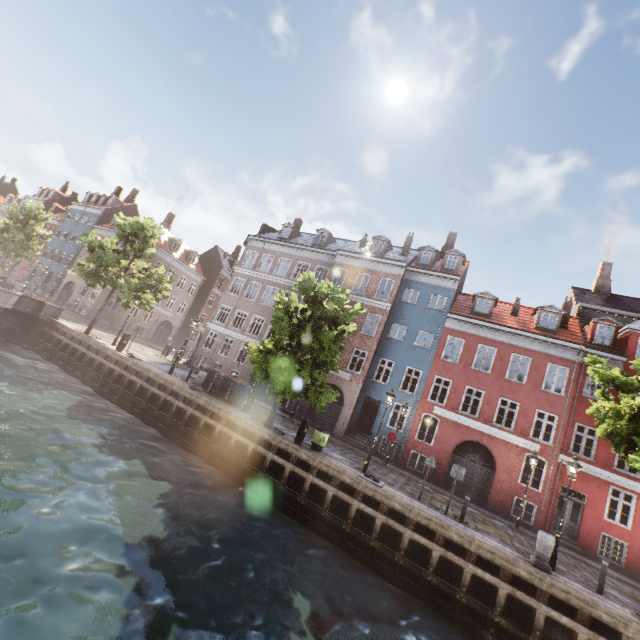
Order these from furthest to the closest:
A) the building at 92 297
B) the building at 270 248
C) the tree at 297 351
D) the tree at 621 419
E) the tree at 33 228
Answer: the building at 92 297
the tree at 33 228
the building at 270 248
the tree at 297 351
the tree at 621 419

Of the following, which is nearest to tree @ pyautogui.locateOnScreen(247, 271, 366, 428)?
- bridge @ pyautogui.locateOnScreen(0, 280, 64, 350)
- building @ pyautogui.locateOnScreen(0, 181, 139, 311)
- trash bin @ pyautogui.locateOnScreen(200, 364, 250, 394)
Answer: bridge @ pyautogui.locateOnScreen(0, 280, 64, 350)

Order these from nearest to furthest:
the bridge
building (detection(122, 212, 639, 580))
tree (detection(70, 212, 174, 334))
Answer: building (detection(122, 212, 639, 580)), the bridge, tree (detection(70, 212, 174, 334))

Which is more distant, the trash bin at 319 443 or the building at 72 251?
the building at 72 251

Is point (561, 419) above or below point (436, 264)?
below

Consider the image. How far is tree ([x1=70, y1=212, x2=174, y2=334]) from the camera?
21.6 meters

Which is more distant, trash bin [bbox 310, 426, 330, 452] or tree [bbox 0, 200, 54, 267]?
tree [bbox 0, 200, 54, 267]

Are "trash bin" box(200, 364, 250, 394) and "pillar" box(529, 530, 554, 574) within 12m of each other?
no
